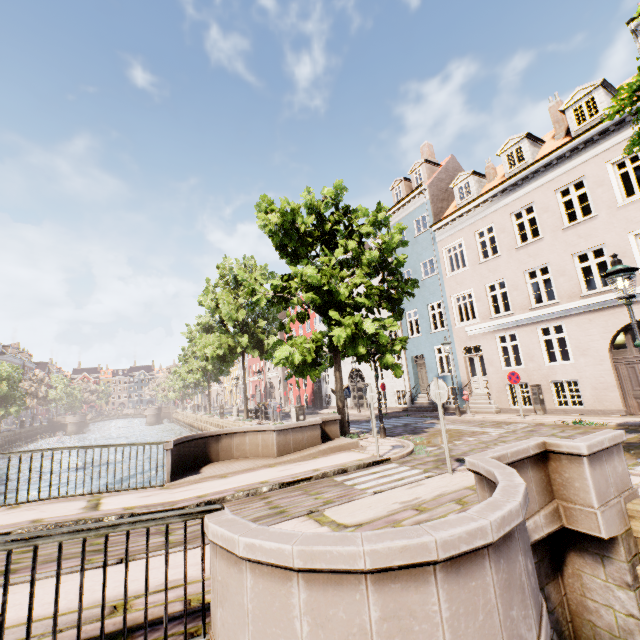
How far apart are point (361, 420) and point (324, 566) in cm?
1754

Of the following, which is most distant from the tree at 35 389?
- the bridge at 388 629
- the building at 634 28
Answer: the building at 634 28

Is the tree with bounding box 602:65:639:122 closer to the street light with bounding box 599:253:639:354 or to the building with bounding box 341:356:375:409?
the street light with bounding box 599:253:639:354

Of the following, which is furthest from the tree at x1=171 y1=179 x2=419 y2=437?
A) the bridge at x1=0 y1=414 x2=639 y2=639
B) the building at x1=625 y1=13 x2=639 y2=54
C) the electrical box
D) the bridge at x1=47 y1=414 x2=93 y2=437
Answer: the electrical box

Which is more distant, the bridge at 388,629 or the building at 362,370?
the building at 362,370

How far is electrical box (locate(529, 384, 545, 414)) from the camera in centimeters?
1396cm

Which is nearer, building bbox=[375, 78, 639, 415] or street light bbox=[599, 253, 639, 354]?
street light bbox=[599, 253, 639, 354]

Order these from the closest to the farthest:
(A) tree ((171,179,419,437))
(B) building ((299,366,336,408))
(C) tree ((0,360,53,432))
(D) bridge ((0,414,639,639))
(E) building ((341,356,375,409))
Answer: (D) bridge ((0,414,639,639)) → (A) tree ((171,179,419,437)) → (E) building ((341,356,375,409)) → (B) building ((299,366,336,408)) → (C) tree ((0,360,53,432))
